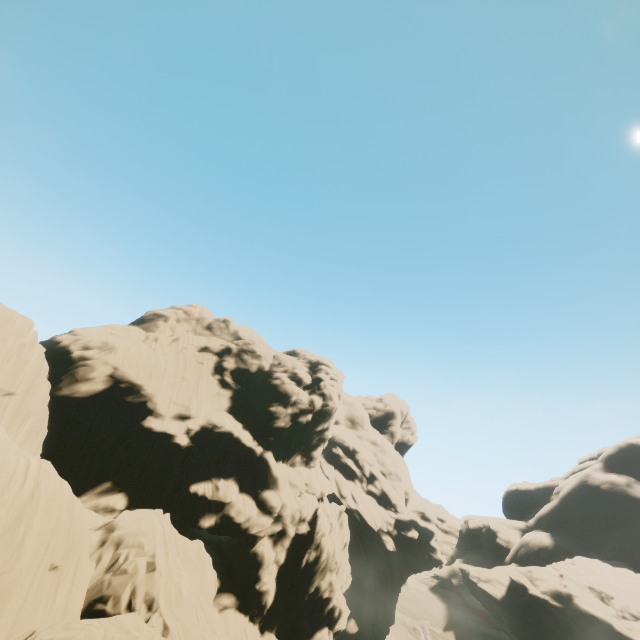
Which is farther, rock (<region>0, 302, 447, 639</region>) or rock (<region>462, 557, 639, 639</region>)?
rock (<region>462, 557, 639, 639</region>)

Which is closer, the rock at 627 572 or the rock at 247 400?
the rock at 247 400

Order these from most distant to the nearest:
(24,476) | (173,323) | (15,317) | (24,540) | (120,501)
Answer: (173,323) < (120,501) < (15,317) < (24,476) < (24,540)
